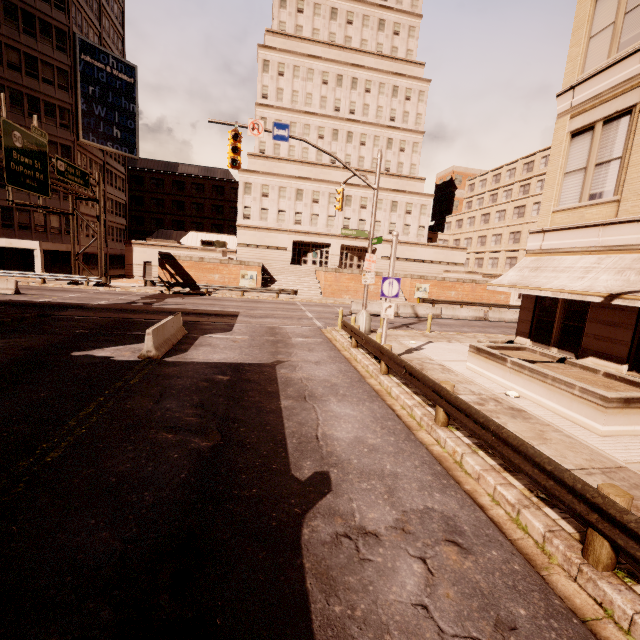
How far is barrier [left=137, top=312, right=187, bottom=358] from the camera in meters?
10.6

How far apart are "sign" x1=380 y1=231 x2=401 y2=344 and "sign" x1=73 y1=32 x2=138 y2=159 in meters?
41.9

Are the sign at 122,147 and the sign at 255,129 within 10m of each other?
no

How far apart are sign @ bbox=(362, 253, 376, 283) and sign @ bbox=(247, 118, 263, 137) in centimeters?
735cm

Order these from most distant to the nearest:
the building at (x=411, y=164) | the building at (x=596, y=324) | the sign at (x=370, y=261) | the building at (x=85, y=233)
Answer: the building at (x=85, y=233)
the sign at (x=370, y=261)
the building at (x=411, y=164)
the building at (x=596, y=324)

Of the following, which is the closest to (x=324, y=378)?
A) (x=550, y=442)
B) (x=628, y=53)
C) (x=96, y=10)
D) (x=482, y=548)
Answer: (x=550, y=442)

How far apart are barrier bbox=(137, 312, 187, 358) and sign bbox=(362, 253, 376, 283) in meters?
8.9

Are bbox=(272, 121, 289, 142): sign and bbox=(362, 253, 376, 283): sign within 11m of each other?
yes
